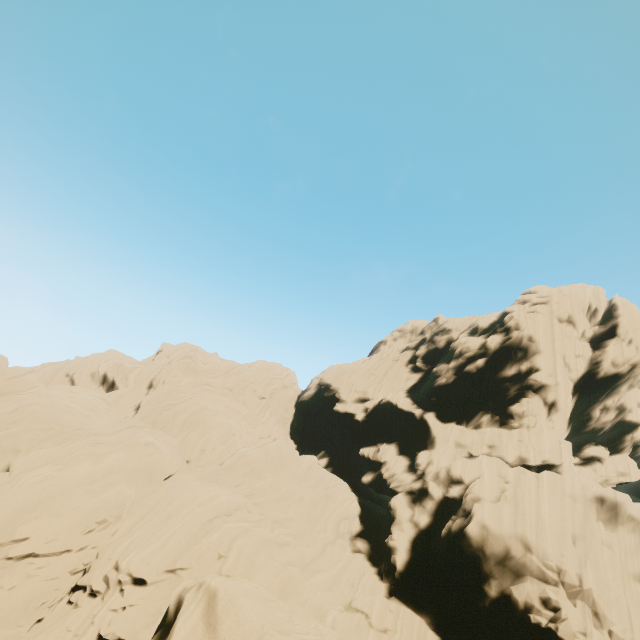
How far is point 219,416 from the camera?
37.3m
